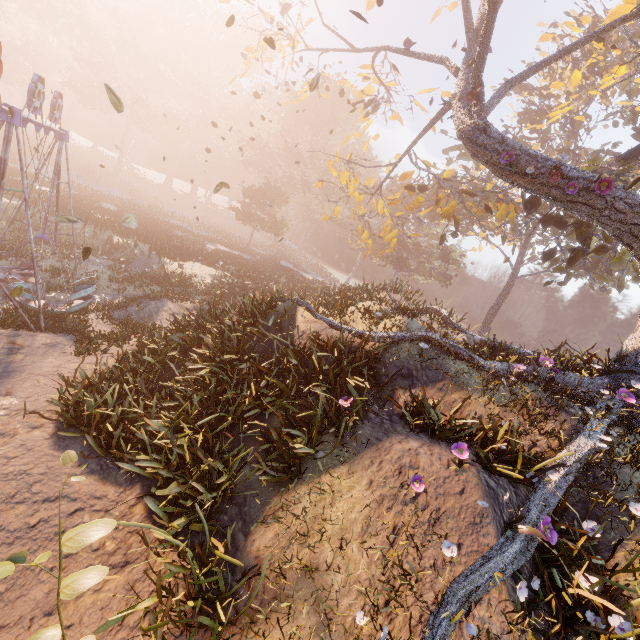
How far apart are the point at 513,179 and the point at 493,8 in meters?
4.1 m

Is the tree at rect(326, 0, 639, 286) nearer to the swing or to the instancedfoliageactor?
the swing

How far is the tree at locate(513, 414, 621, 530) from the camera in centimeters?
559cm

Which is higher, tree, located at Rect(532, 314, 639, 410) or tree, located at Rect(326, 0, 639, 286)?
tree, located at Rect(326, 0, 639, 286)

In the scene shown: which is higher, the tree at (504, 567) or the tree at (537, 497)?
the tree at (537, 497)

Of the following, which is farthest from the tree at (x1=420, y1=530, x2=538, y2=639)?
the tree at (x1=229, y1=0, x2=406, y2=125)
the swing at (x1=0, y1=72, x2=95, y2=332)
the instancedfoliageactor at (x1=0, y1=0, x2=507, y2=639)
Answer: the instancedfoliageactor at (x1=0, y1=0, x2=507, y2=639)

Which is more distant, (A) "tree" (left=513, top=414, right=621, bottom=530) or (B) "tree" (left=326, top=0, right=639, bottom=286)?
(B) "tree" (left=326, top=0, right=639, bottom=286)

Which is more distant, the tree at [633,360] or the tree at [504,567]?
the tree at [633,360]
